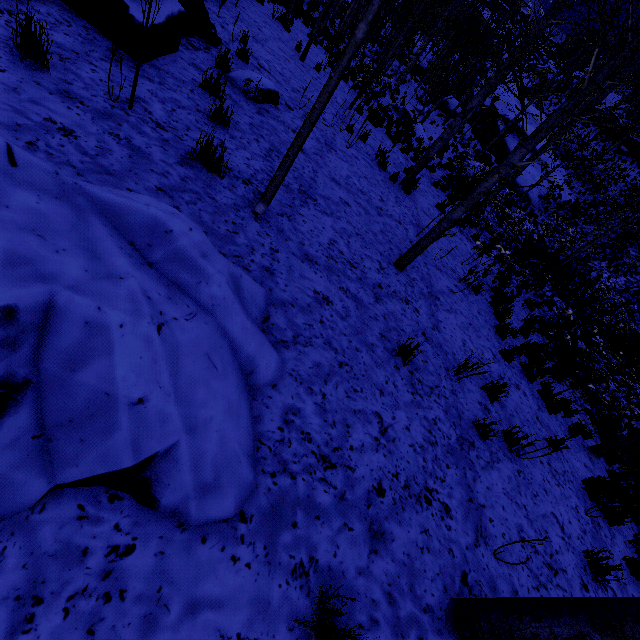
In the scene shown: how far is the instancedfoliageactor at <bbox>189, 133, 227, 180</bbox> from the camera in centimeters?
371cm

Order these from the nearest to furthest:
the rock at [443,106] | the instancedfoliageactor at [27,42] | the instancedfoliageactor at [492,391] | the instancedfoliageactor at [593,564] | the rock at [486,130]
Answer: the instancedfoliageactor at [27,42]
the instancedfoliageactor at [593,564]
the instancedfoliageactor at [492,391]
the rock at [486,130]
the rock at [443,106]

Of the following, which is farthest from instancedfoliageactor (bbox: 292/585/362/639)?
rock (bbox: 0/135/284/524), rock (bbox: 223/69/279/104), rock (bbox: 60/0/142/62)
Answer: rock (bbox: 223/69/279/104)

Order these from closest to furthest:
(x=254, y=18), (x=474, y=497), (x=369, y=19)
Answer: (x=369, y=19), (x=474, y=497), (x=254, y=18)

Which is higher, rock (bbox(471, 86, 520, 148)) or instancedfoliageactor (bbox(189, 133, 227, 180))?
rock (bbox(471, 86, 520, 148))

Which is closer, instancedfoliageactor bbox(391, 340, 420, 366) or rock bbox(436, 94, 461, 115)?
instancedfoliageactor bbox(391, 340, 420, 366)

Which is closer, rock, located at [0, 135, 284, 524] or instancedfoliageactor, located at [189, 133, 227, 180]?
rock, located at [0, 135, 284, 524]

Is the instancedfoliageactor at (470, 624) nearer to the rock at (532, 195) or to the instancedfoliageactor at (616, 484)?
the instancedfoliageactor at (616, 484)
